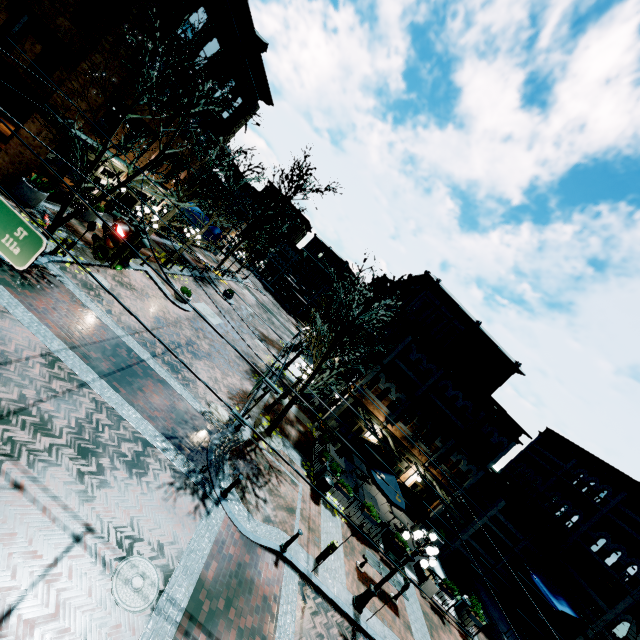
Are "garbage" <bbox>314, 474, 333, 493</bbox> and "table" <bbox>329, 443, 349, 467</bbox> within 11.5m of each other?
yes

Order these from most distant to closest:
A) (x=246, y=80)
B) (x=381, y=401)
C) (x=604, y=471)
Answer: (x=604, y=471) → (x=381, y=401) → (x=246, y=80)

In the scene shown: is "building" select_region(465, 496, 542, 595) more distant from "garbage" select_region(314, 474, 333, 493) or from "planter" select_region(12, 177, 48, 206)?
"garbage" select_region(314, 474, 333, 493)

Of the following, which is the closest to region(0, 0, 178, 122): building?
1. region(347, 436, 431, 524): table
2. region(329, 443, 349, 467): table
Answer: region(347, 436, 431, 524): table

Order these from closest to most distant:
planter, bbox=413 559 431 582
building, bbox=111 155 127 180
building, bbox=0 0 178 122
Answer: building, bbox=0 0 178 122 → planter, bbox=413 559 431 582 → building, bbox=111 155 127 180

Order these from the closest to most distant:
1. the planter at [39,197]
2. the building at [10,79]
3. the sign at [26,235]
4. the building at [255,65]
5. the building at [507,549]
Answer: the sign at [26,235]
the building at [10,79]
the planter at [39,197]
the building at [255,65]
the building at [507,549]

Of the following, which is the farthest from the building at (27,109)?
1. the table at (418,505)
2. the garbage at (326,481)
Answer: the garbage at (326,481)

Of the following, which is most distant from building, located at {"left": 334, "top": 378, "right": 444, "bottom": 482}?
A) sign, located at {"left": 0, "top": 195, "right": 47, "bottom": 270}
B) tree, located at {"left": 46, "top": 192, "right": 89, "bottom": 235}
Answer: sign, located at {"left": 0, "top": 195, "right": 47, "bottom": 270}
